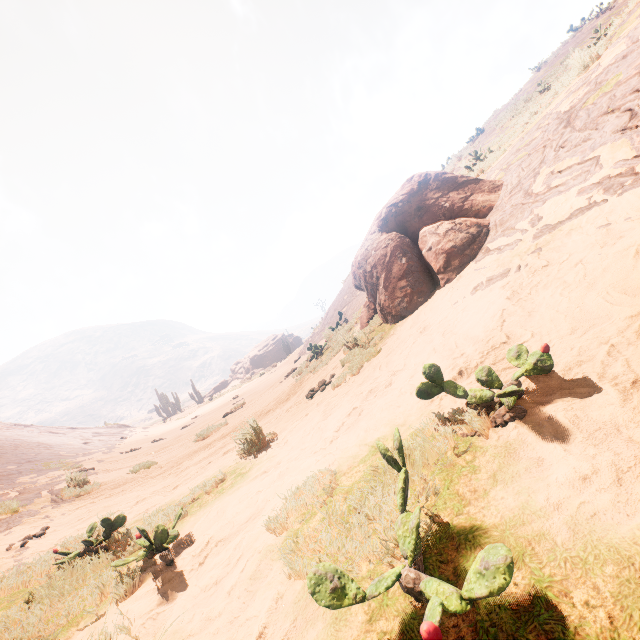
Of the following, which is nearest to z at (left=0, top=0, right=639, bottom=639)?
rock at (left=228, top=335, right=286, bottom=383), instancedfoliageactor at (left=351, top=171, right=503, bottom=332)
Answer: instancedfoliageactor at (left=351, top=171, right=503, bottom=332)

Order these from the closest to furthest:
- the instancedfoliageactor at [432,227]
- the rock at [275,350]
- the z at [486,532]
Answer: the z at [486,532] < the instancedfoliageactor at [432,227] < the rock at [275,350]

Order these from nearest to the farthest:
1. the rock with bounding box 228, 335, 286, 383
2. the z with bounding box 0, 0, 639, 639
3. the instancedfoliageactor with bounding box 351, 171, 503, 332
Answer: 1. the z with bounding box 0, 0, 639, 639
2. the instancedfoliageactor with bounding box 351, 171, 503, 332
3. the rock with bounding box 228, 335, 286, 383

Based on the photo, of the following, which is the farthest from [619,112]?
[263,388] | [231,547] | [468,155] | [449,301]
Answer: [263,388]

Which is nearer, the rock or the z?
the z

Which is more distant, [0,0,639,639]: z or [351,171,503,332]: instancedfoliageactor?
[351,171,503,332]: instancedfoliageactor

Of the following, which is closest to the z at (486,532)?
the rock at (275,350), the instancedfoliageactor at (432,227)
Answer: the instancedfoliageactor at (432,227)
